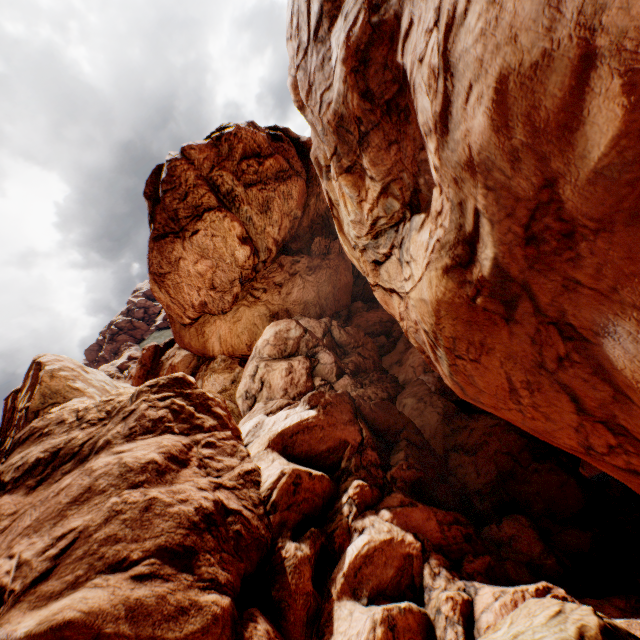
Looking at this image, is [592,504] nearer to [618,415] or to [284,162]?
[618,415]
